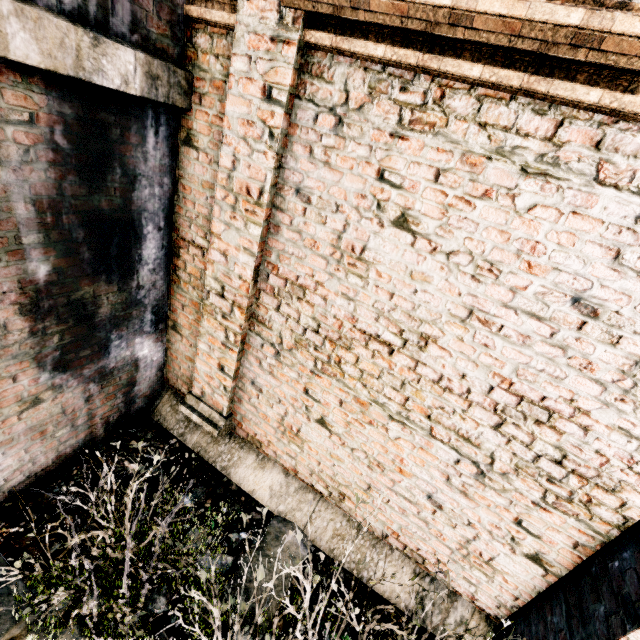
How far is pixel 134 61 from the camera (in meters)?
2.45
